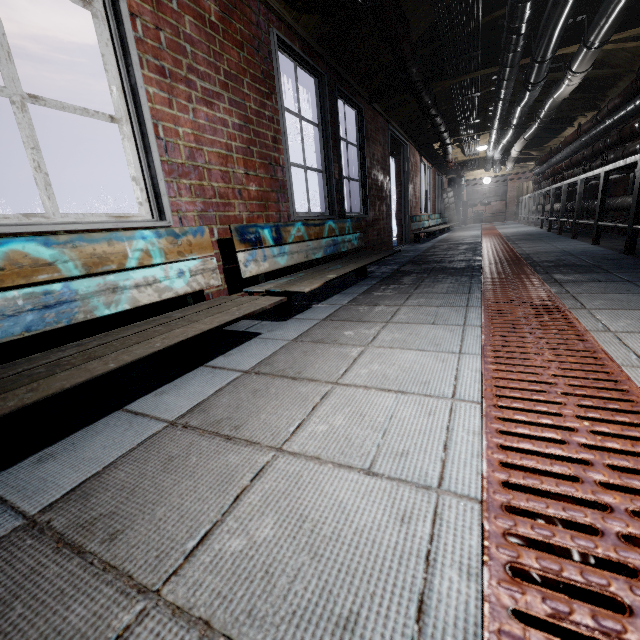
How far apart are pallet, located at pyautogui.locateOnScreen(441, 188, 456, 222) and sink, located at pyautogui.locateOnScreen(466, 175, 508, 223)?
2.11m

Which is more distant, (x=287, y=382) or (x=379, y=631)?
(x=287, y=382)

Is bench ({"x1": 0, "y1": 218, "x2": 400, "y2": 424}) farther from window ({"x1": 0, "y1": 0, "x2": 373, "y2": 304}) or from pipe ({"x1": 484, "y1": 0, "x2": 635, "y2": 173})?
pipe ({"x1": 484, "y1": 0, "x2": 635, "y2": 173})

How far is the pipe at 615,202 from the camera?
3.9m

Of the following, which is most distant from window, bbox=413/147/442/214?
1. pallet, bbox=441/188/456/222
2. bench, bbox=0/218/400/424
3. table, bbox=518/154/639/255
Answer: bench, bbox=0/218/400/424

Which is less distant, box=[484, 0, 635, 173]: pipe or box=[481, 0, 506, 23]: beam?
box=[484, 0, 635, 173]: pipe

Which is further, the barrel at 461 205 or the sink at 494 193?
the sink at 494 193

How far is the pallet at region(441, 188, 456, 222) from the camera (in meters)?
12.07
